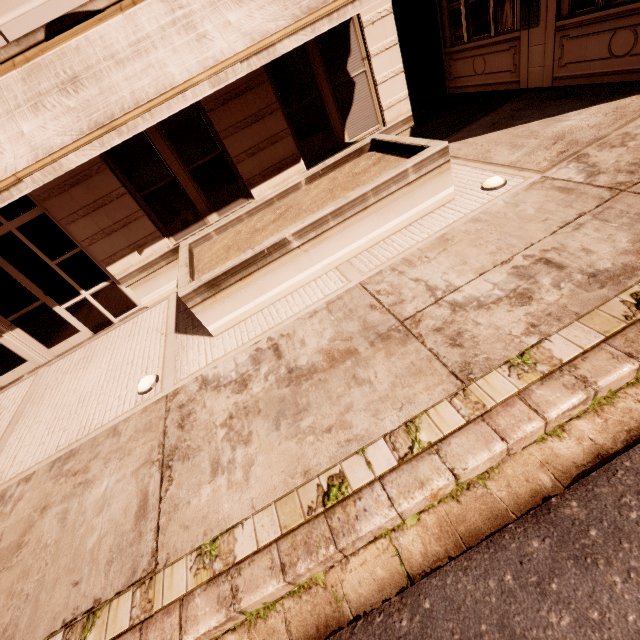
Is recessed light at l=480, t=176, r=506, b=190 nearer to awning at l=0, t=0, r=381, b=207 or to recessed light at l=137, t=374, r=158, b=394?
awning at l=0, t=0, r=381, b=207

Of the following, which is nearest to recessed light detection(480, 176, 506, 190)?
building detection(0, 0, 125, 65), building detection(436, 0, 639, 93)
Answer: building detection(0, 0, 125, 65)

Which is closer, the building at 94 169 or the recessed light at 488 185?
the recessed light at 488 185

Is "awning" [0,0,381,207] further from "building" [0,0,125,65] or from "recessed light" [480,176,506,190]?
"recessed light" [480,176,506,190]

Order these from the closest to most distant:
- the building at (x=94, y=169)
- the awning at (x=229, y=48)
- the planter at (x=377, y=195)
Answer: the awning at (x=229, y=48) < the planter at (x=377, y=195) < the building at (x=94, y=169)

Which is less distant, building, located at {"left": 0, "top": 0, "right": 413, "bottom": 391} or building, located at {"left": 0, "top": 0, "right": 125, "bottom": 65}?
building, located at {"left": 0, "top": 0, "right": 125, "bottom": 65}

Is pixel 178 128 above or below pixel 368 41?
above

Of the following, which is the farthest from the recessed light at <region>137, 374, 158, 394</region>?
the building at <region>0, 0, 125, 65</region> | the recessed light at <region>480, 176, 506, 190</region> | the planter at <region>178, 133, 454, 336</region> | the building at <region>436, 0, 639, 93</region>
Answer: the building at <region>436, 0, 639, 93</region>
